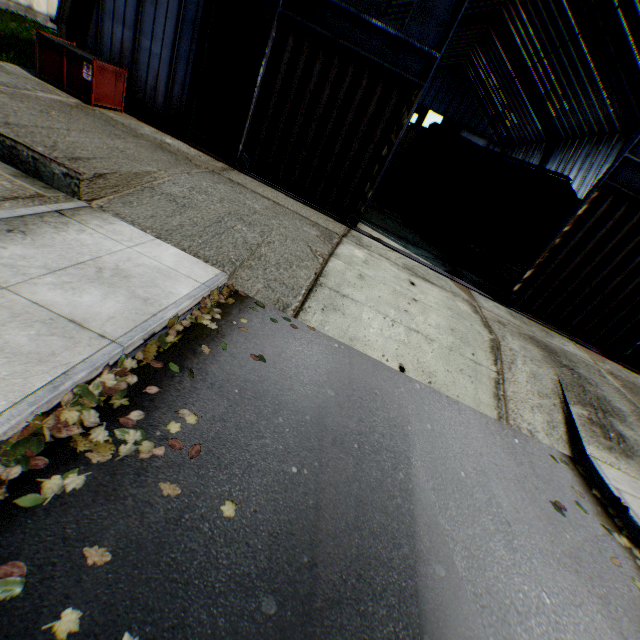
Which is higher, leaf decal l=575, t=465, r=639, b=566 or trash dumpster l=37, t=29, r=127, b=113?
trash dumpster l=37, t=29, r=127, b=113

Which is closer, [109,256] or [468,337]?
[109,256]

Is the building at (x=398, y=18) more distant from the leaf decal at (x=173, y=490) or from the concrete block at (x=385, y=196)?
the leaf decal at (x=173, y=490)

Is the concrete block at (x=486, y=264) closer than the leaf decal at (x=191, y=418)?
No

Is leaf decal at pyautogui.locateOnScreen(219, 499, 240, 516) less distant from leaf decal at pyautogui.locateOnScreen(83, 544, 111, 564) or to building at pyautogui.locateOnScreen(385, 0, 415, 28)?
leaf decal at pyautogui.locateOnScreen(83, 544, 111, 564)

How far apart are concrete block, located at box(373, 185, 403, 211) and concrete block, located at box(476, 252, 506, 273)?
6.7m

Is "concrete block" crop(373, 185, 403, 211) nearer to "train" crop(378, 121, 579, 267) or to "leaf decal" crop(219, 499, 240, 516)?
"train" crop(378, 121, 579, 267)

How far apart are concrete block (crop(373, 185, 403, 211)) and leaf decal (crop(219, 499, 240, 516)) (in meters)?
18.98
